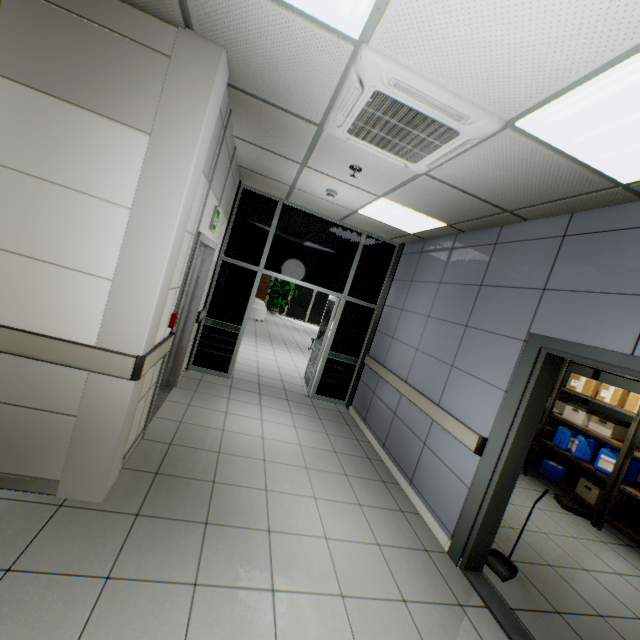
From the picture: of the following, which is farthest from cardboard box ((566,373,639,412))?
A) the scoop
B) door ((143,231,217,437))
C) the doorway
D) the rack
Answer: door ((143,231,217,437))

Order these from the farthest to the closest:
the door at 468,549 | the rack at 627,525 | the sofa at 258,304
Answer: the sofa at 258,304 → the rack at 627,525 → the door at 468,549

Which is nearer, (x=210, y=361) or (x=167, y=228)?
(x=167, y=228)

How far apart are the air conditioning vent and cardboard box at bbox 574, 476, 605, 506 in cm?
524

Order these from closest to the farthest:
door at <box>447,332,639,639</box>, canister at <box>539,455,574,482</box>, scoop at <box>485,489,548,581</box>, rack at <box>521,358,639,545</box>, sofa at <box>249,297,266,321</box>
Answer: door at <box>447,332,639,639</box> < scoop at <box>485,489,548,581</box> < rack at <box>521,358,639,545</box> < canister at <box>539,455,574,482</box> < sofa at <box>249,297,266,321</box>

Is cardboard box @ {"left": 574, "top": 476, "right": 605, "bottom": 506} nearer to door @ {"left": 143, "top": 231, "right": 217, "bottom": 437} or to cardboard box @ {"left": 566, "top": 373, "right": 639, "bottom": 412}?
cardboard box @ {"left": 566, "top": 373, "right": 639, "bottom": 412}

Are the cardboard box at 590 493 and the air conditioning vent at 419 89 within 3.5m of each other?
no

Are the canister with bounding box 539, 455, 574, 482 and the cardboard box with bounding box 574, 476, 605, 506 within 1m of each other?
yes
